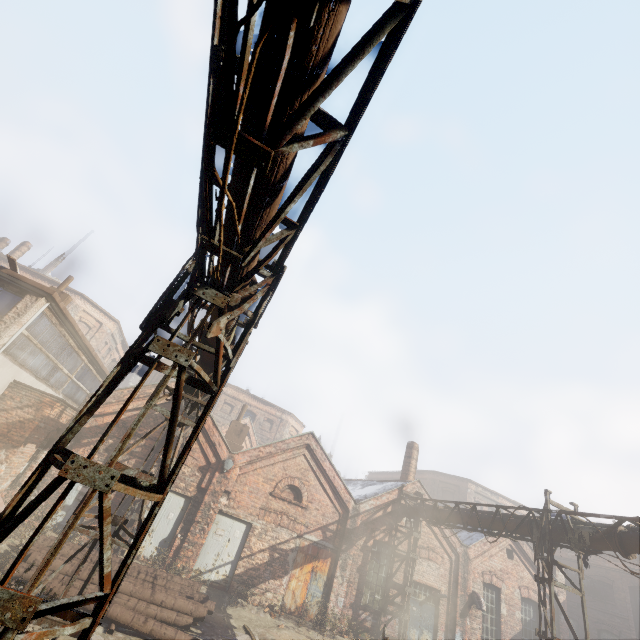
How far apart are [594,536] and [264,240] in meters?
12.7

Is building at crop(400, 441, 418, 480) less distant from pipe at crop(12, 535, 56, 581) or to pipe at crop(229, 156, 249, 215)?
pipe at crop(229, 156, 249, 215)

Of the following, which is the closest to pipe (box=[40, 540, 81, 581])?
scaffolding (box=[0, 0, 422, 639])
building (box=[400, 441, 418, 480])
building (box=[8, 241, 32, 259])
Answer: scaffolding (box=[0, 0, 422, 639])

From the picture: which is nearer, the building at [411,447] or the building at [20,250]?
the building at [411,447]

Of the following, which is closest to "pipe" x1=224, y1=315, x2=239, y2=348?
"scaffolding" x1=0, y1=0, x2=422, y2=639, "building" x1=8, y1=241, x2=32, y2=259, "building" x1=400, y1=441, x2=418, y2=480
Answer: "scaffolding" x1=0, y1=0, x2=422, y2=639

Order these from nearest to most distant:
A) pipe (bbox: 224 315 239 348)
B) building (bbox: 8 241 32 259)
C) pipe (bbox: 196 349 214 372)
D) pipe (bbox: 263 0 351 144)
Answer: pipe (bbox: 263 0 351 144), pipe (bbox: 224 315 239 348), pipe (bbox: 196 349 214 372), building (bbox: 8 241 32 259)

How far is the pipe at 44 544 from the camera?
8.1 meters

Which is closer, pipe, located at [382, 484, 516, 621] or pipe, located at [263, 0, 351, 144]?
pipe, located at [263, 0, 351, 144]
